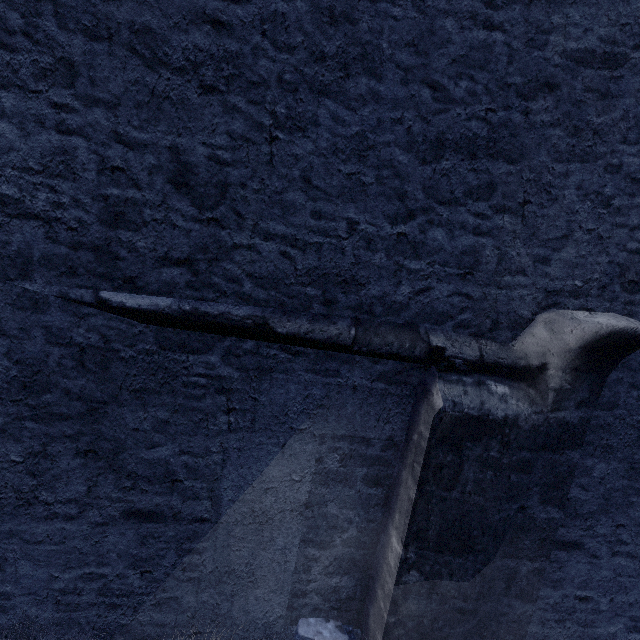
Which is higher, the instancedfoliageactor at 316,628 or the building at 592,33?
the building at 592,33

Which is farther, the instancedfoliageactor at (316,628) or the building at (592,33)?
the instancedfoliageactor at (316,628)

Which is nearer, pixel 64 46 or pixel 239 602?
pixel 64 46

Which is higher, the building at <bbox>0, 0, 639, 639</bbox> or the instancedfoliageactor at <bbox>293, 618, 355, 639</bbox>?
the building at <bbox>0, 0, 639, 639</bbox>

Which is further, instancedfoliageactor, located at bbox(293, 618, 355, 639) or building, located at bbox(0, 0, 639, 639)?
instancedfoliageactor, located at bbox(293, 618, 355, 639)
